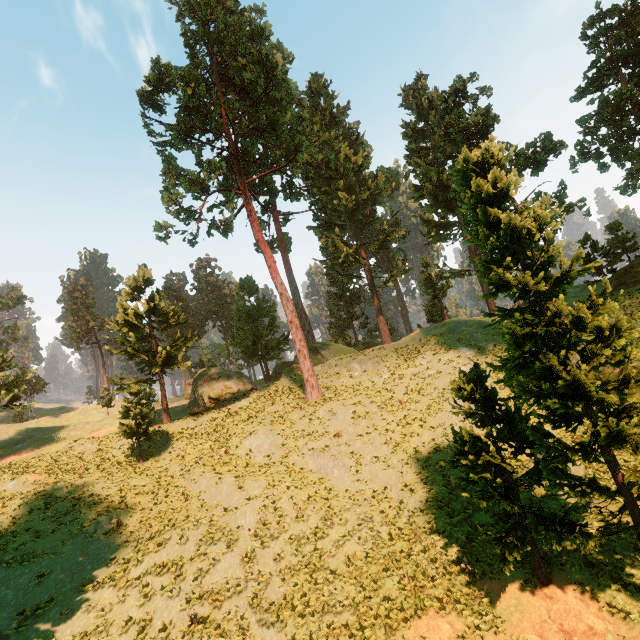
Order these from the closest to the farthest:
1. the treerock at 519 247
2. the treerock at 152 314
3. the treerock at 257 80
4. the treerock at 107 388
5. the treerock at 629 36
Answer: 1. the treerock at 519 247
2. the treerock at 629 36
3. the treerock at 152 314
4. the treerock at 257 80
5. the treerock at 107 388

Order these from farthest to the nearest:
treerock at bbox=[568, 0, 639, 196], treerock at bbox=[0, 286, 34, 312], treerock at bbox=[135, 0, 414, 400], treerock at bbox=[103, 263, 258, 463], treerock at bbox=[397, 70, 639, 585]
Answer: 1. treerock at bbox=[0, 286, 34, 312]
2. treerock at bbox=[135, 0, 414, 400]
3. treerock at bbox=[103, 263, 258, 463]
4. treerock at bbox=[568, 0, 639, 196]
5. treerock at bbox=[397, 70, 639, 585]

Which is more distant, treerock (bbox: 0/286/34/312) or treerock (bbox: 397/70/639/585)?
treerock (bbox: 0/286/34/312)

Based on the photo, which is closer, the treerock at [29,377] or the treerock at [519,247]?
the treerock at [519,247]

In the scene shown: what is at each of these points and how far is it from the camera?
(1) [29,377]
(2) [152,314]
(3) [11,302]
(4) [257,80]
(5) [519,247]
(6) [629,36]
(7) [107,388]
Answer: (1) treerock, 32.6m
(2) treerock, 33.6m
(3) treerock, 54.7m
(4) treerock, 31.3m
(5) treerock, 11.4m
(6) treerock, 25.7m
(7) treerock, 39.5m

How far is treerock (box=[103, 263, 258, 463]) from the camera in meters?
26.2
